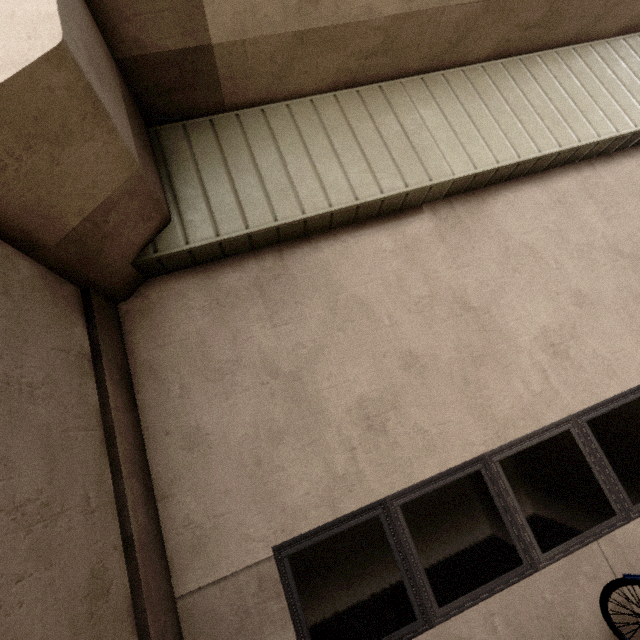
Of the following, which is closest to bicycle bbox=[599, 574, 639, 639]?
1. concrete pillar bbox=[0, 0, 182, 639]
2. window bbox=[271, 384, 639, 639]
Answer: window bbox=[271, 384, 639, 639]

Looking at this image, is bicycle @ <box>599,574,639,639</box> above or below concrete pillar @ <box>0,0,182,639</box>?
below

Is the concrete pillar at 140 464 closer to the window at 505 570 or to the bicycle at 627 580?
the window at 505 570

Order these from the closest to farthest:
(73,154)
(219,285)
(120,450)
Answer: (73,154)
(120,450)
(219,285)

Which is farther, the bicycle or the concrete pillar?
the bicycle

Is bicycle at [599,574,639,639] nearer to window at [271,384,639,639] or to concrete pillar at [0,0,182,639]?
window at [271,384,639,639]

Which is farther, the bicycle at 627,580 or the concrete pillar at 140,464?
the bicycle at 627,580
